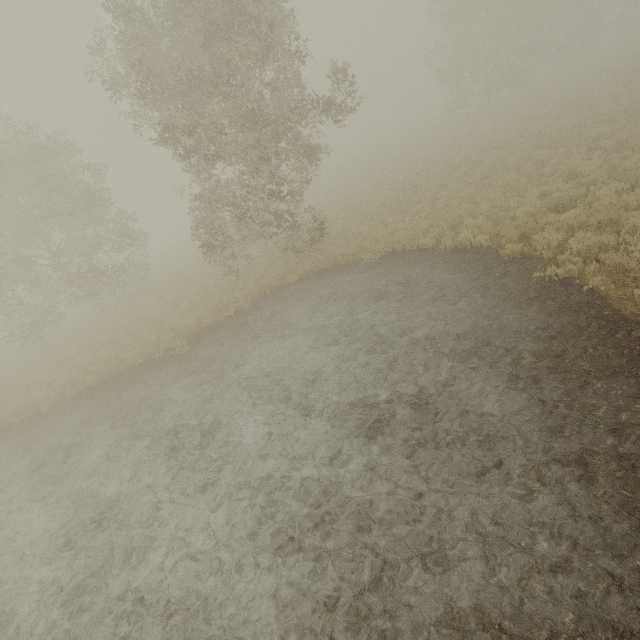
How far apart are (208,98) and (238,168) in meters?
3.3
